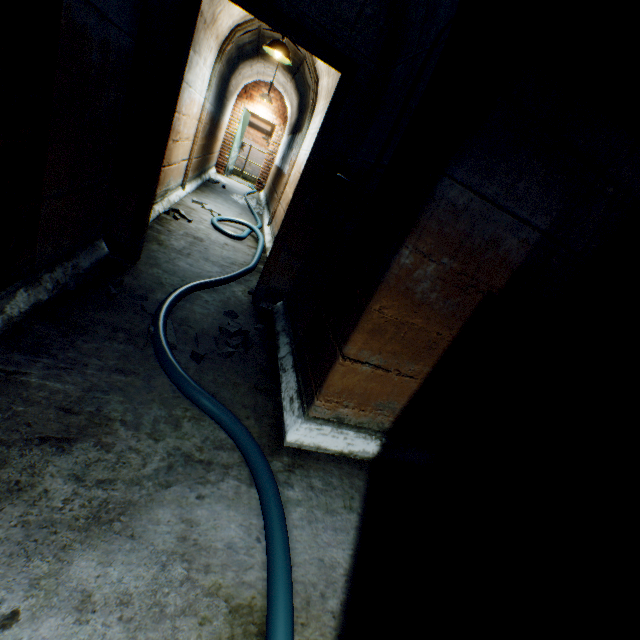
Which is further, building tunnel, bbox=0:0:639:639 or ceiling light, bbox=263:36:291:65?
ceiling light, bbox=263:36:291:65

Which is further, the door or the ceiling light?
the ceiling light

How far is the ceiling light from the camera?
4.47m

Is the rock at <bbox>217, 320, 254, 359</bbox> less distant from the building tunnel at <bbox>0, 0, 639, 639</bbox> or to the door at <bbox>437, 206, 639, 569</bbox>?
the building tunnel at <bbox>0, 0, 639, 639</bbox>

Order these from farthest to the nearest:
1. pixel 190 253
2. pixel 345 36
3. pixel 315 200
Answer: pixel 190 253 < pixel 315 200 < pixel 345 36

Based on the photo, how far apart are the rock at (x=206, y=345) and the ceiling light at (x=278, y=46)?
4.13m

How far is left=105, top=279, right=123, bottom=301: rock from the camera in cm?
226

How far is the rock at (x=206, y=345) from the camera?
2.11m
